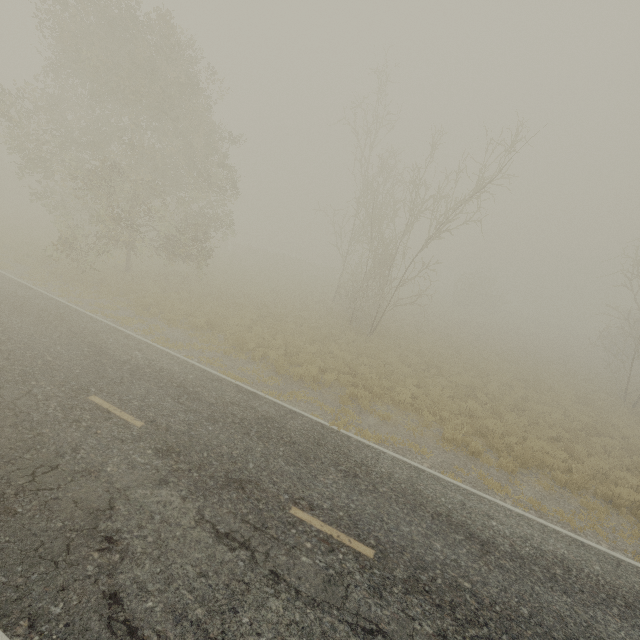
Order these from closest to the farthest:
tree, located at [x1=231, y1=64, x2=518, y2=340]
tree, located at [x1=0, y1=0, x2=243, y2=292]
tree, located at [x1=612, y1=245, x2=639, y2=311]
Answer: tree, located at [x1=0, y1=0, x2=243, y2=292], tree, located at [x1=231, y1=64, x2=518, y2=340], tree, located at [x1=612, y1=245, x2=639, y2=311]

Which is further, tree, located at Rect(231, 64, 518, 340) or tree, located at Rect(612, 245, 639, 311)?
tree, located at Rect(612, 245, 639, 311)

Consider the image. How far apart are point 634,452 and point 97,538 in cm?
2036

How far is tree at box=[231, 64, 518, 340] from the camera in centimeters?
1641cm

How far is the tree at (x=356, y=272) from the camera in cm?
1641

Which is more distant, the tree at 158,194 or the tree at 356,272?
the tree at 356,272

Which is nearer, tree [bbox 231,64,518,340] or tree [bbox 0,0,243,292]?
tree [bbox 0,0,243,292]
